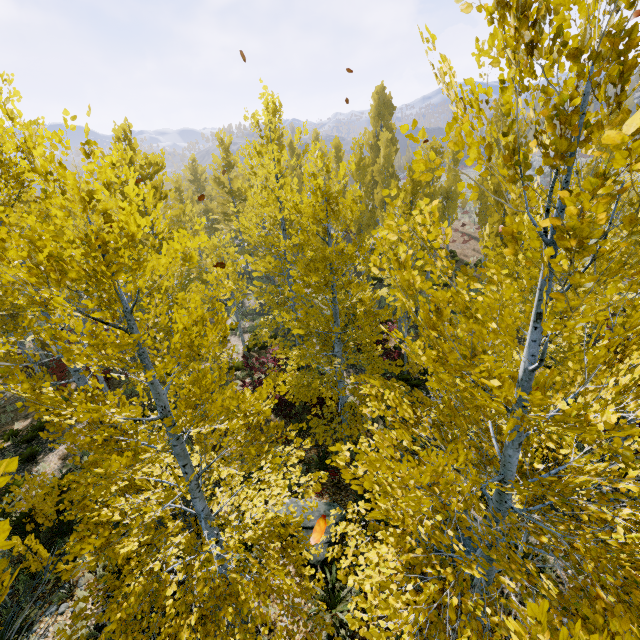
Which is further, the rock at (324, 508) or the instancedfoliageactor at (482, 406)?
the rock at (324, 508)

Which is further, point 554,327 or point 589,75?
point 554,327

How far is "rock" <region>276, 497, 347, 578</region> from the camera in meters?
6.7 m

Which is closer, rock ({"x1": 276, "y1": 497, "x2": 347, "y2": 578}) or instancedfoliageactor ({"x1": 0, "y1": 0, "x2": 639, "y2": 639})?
instancedfoliageactor ({"x1": 0, "y1": 0, "x2": 639, "y2": 639})

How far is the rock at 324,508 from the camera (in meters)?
6.70

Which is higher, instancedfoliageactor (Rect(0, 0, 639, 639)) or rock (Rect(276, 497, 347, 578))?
instancedfoliageactor (Rect(0, 0, 639, 639))
